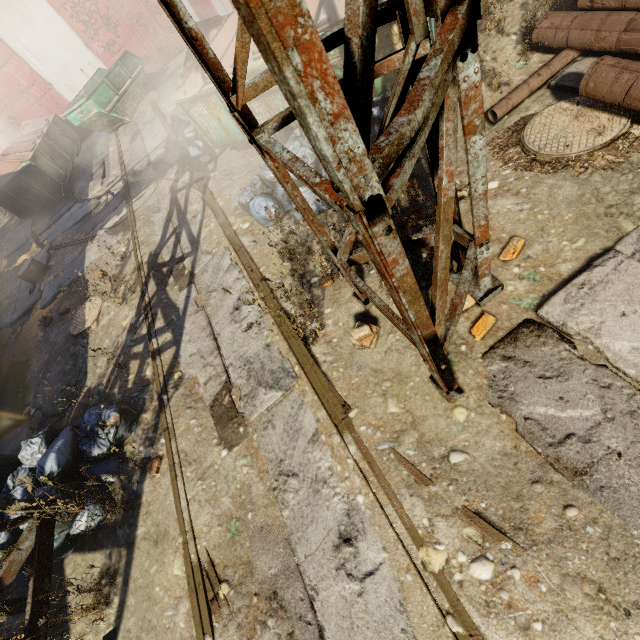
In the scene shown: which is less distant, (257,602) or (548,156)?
(257,602)

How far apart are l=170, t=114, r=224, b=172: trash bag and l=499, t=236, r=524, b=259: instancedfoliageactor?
6.5 meters

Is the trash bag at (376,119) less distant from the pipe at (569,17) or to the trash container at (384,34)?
the trash container at (384,34)

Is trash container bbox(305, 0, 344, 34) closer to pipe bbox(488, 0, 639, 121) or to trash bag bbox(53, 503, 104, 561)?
pipe bbox(488, 0, 639, 121)

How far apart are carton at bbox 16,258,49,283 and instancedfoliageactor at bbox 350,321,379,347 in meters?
8.7

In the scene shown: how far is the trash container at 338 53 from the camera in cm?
409

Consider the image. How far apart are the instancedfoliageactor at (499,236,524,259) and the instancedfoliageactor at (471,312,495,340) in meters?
0.7 m

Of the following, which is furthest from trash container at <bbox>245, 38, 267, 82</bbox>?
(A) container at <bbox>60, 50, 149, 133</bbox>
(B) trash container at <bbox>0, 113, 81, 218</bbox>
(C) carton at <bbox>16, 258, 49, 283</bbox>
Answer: (B) trash container at <bbox>0, 113, 81, 218</bbox>
